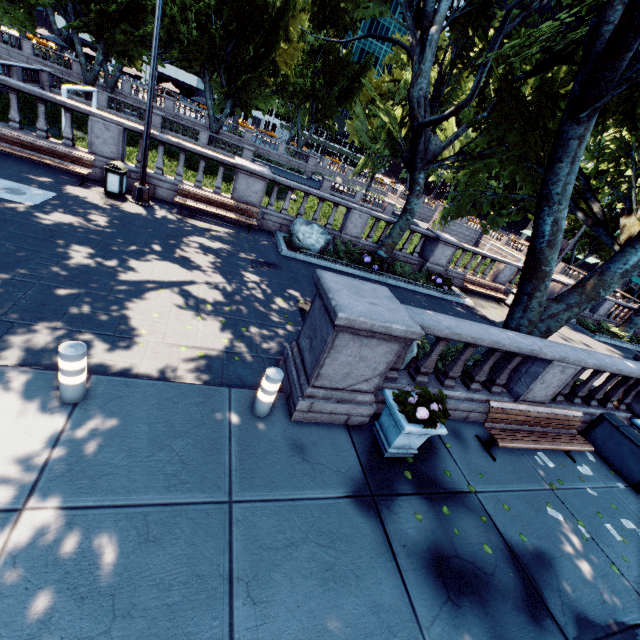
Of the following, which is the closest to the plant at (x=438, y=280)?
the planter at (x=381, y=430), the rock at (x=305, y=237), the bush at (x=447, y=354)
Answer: Answer: the rock at (x=305, y=237)

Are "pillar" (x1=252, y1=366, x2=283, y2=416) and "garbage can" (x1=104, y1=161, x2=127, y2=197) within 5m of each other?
no

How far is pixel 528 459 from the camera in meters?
6.6

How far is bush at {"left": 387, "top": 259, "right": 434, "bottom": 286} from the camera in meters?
14.8

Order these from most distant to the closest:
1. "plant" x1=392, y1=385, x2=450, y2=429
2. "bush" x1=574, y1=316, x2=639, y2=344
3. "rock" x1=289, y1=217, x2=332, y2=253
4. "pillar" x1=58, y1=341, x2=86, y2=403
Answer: "bush" x1=574, y1=316, x2=639, y2=344
"rock" x1=289, y1=217, x2=332, y2=253
"plant" x1=392, y1=385, x2=450, y2=429
"pillar" x1=58, y1=341, x2=86, y2=403

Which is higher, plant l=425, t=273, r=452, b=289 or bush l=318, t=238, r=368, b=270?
plant l=425, t=273, r=452, b=289

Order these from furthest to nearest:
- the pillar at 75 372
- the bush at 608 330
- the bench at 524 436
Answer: the bush at 608 330 → the bench at 524 436 → the pillar at 75 372

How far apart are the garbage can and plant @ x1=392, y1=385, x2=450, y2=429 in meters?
11.1
